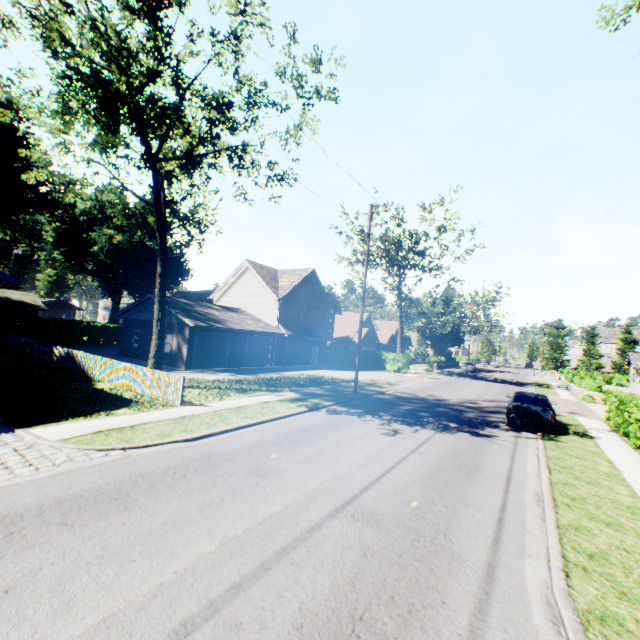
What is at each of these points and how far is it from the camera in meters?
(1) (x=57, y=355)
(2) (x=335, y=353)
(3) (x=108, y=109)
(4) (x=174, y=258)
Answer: (1) fence, 20.5
(2) hedge, 43.0
(3) tree, 13.9
(4) plant, 58.2

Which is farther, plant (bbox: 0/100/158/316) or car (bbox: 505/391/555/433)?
plant (bbox: 0/100/158/316)

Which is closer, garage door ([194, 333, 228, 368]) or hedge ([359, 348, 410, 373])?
garage door ([194, 333, 228, 368])

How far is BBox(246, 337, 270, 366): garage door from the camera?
30.02m

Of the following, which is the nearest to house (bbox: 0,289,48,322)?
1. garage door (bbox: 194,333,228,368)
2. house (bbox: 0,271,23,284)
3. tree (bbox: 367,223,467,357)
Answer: house (bbox: 0,271,23,284)

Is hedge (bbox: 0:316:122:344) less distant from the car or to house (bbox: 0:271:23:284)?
house (bbox: 0:271:23:284)

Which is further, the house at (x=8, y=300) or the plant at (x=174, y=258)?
the plant at (x=174, y=258)

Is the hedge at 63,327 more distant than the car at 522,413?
Yes
